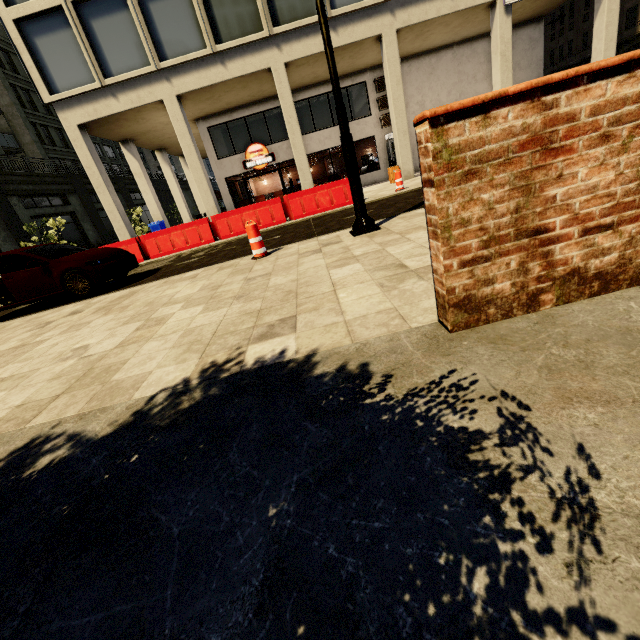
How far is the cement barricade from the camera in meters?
11.7 m

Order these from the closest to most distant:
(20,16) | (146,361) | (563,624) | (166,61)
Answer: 1. (563,624)
2. (146,361)
3. (20,16)
4. (166,61)

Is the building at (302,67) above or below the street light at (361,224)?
above

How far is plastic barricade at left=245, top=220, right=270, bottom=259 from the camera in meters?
6.2

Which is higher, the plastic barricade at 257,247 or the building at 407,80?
the building at 407,80

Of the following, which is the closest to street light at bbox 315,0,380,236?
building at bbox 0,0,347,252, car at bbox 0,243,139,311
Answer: car at bbox 0,243,139,311

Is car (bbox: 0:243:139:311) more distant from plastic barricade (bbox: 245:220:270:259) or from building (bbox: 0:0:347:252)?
building (bbox: 0:0:347:252)

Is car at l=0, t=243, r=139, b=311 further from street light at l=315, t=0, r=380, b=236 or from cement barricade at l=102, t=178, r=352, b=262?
street light at l=315, t=0, r=380, b=236
